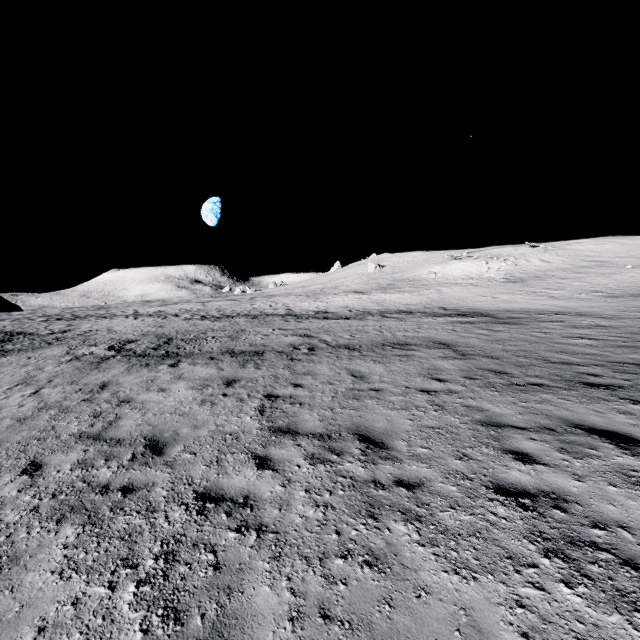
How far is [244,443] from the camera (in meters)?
6.05
